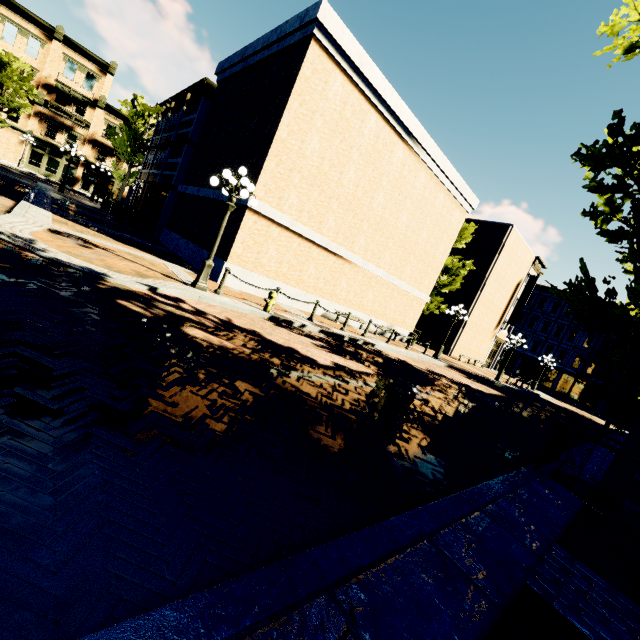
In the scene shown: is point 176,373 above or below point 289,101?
below

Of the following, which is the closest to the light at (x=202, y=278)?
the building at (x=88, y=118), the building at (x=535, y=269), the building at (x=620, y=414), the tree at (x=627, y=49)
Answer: the tree at (x=627, y=49)

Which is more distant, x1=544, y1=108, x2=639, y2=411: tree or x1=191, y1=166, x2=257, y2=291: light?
x1=191, y1=166, x2=257, y2=291: light

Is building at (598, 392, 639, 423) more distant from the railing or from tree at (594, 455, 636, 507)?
the railing

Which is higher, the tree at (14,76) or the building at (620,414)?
the tree at (14,76)

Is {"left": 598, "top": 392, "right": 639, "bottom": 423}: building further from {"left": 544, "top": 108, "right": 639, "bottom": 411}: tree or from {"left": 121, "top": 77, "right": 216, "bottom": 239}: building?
{"left": 121, "top": 77, "right": 216, "bottom": 239}: building

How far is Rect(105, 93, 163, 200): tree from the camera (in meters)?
27.28

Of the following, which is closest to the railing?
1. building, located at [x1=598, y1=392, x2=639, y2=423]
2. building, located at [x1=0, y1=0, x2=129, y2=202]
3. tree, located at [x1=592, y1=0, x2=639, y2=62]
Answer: tree, located at [x1=592, y1=0, x2=639, y2=62]
